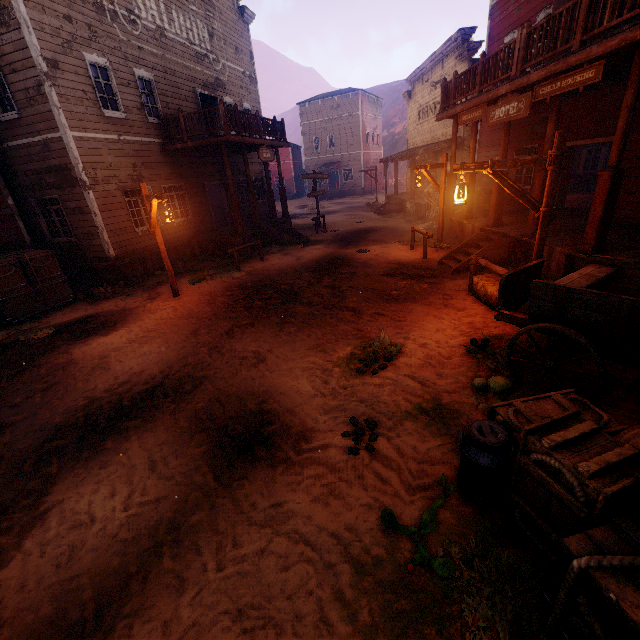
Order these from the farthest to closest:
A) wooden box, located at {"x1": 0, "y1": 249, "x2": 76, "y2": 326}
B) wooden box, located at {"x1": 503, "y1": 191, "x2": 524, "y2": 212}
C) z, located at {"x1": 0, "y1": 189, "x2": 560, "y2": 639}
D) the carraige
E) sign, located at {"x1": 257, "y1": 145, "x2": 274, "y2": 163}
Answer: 1. sign, located at {"x1": 257, "y1": 145, "x2": 274, "y2": 163}
2. wooden box, located at {"x1": 503, "y1": 191, "x2": 524, "y2": 212}
3. wooden box, located at {"x1": 0, "y1": 249, "x2": 76, "y2": 326}
4. the carraige
5. z, located at {"x1": 0, "y1": 189, "x2": 560, "y2": 639}

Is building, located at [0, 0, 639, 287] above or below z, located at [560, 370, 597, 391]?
above

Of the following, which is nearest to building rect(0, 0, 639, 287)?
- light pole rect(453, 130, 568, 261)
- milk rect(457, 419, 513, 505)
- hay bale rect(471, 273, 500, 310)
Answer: light pole rect(453, 130, 568, 261)

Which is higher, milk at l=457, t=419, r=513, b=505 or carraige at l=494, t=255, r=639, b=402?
carraige at l=494, t=255, r=639, b=402

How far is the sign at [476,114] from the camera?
6.1 meters

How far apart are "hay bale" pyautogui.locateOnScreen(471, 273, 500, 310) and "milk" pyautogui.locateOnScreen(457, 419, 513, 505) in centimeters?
459cm

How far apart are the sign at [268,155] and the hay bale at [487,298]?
11.05m

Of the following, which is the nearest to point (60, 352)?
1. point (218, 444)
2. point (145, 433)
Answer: point (145, 433)
